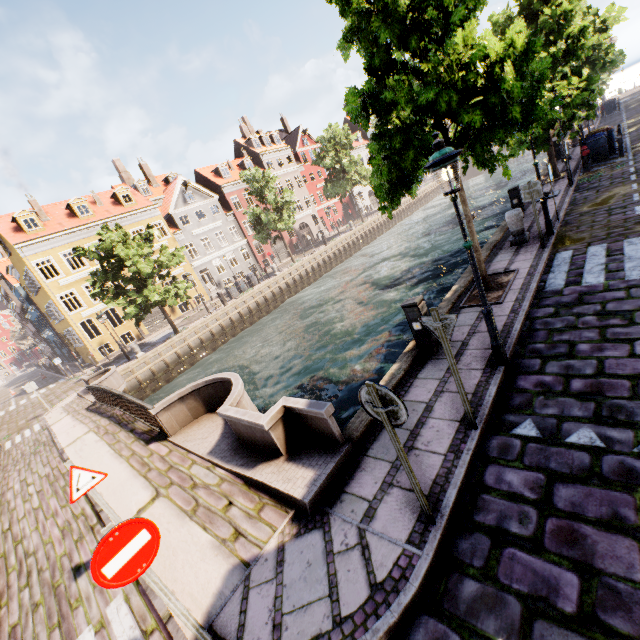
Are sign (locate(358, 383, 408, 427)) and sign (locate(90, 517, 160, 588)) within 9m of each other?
yes

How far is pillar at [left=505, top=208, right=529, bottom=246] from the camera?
10.3m

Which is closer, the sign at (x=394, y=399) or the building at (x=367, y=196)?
the sign at (x=394, y=399)

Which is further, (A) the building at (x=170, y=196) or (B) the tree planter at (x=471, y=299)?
(A) the building at (x=170, y=196)

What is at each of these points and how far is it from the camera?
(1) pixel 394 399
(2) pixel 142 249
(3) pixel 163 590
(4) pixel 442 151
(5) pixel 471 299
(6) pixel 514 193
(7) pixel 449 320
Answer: (1) sign, 3.05m
(2) tree, 23.31m
(3) sign pole, 3.04m
(4) street light, 4.43m
(5) tree planter, 8.38m
(6) electrical box, 12.89m
(7) sign, 3.99m

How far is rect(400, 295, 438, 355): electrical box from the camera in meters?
6.4 m

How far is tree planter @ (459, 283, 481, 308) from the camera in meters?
8.0

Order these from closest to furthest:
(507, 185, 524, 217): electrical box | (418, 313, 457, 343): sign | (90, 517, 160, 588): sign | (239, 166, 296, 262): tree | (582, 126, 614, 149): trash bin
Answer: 1. (90, 517, 160, 588): sign
2. (418, 313, 457, 343): sign
3. (507, 185, 524, 217): electrical box
4. (582, 126, 614, 149): trash bin
5. (239, 166, 296, 262): tree
